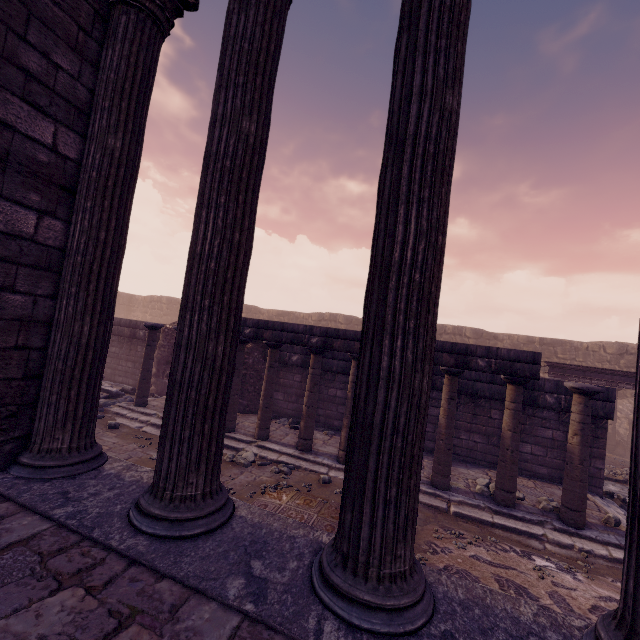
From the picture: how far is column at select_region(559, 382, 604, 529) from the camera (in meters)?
5.83

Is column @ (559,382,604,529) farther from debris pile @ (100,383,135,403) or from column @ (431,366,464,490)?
debris pile @ (100,383,135,403)

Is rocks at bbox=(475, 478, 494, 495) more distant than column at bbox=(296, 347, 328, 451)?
No

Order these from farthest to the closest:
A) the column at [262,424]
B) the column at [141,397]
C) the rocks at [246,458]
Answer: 1. the column at [141,397]
2. the column at [262,424]
3. the rocks at [246,458]

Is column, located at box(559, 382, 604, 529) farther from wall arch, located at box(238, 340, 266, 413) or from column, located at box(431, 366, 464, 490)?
wall arch, located at box(238, 340, 266, 413)

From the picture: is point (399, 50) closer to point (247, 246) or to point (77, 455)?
point (247, 246)

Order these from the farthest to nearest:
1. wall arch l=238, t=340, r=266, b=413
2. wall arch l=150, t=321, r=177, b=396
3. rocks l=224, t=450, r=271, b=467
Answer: wall arch l=150, t=321, r=177, b=396 → wall arch l=238, t=340, r=266, b=413 → rocks l=224, t=450, r=271, b=467

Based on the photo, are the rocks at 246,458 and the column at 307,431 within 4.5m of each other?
yes
